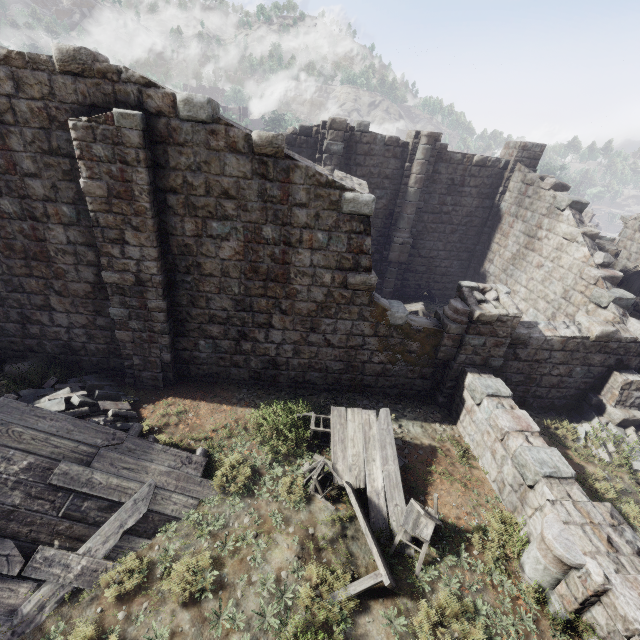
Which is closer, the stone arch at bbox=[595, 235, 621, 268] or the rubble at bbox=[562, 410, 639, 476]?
the rubble at bbox=[562, 410, 639, 476]

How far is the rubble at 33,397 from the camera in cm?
725

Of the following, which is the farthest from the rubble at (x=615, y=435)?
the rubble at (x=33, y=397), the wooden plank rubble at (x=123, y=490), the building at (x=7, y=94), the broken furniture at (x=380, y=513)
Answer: the rubble at (x=33, y=397)

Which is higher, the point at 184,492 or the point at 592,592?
the point at 592,592

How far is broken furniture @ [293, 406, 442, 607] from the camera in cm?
548

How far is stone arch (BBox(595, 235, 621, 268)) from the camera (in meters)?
15.32

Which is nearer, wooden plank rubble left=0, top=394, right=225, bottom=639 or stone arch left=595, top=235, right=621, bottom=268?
wooden plank rubble left=0, top=394, right=225, bottom=639

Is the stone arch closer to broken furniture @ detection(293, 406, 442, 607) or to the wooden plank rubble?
broken furniture @ detection(293, 406, 442, 607)
